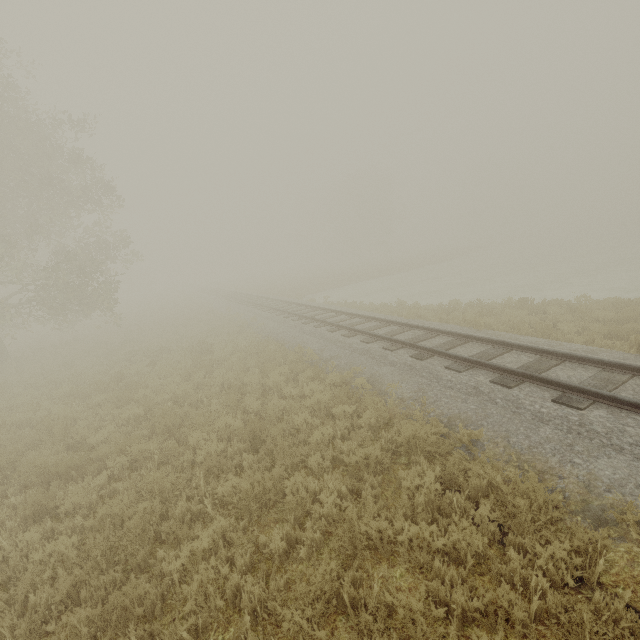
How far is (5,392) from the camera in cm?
1212
